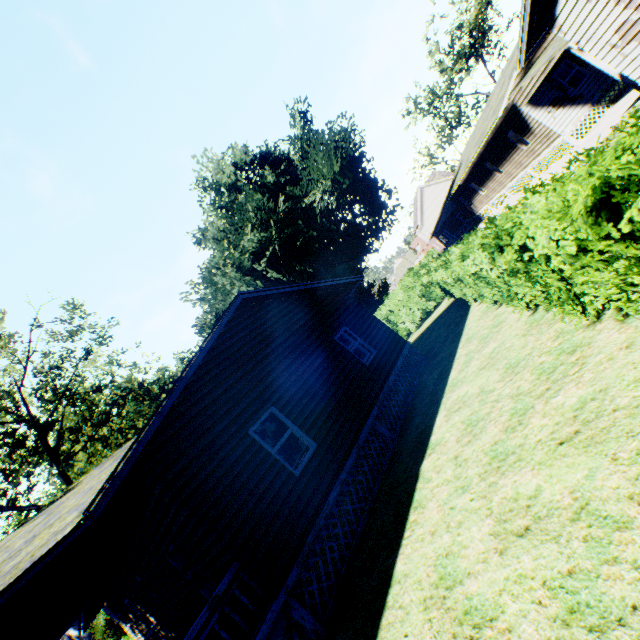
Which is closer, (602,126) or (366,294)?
(602,126)

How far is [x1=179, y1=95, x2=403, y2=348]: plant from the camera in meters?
28.2 m

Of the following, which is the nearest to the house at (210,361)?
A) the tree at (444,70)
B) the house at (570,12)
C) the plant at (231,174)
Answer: the plant at (231,174)

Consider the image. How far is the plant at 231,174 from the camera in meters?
28.2

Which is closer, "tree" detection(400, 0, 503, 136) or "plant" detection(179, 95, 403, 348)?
"plant" detection(179, 95, 403, 348)

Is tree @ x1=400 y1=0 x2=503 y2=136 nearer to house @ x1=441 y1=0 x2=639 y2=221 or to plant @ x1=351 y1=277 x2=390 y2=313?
plant @ x1=351 y1=277 x2=390 y2=313
